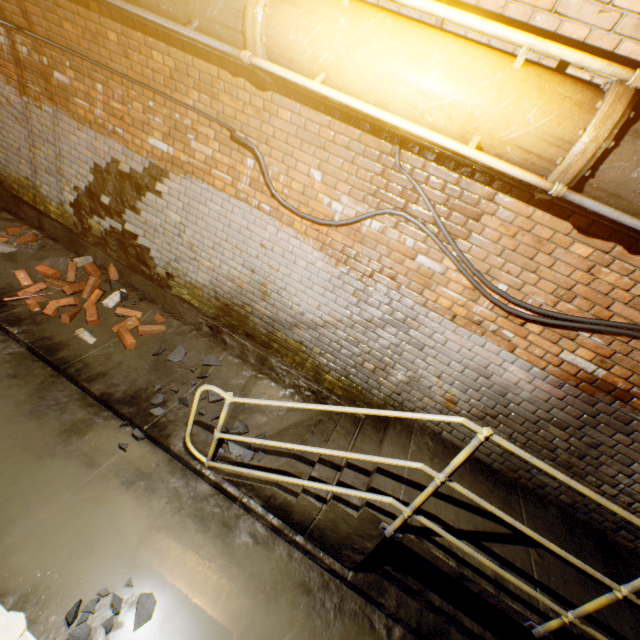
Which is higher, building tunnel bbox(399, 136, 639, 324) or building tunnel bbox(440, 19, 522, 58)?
building tunnel bbox(440, 19, 522, 58)

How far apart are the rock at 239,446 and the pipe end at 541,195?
3.3 meters

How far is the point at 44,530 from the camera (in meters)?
2.56

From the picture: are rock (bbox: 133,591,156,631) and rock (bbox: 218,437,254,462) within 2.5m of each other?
yes

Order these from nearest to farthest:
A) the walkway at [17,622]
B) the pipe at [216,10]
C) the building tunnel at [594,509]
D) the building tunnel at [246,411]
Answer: the walkway at [17,622] < the pipe at [216,10] < the building tunnel at [594,509] < the building tunnel at [246,411]

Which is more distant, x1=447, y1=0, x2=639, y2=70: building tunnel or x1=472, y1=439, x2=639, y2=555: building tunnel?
x1=472, y1=439, x2=639, y2=555: building tunnel

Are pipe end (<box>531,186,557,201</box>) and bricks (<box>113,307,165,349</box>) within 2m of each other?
no

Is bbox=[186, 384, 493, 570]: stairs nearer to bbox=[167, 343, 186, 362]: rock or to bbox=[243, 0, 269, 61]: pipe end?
bbox=[167, 343, 186, 362]: rock
